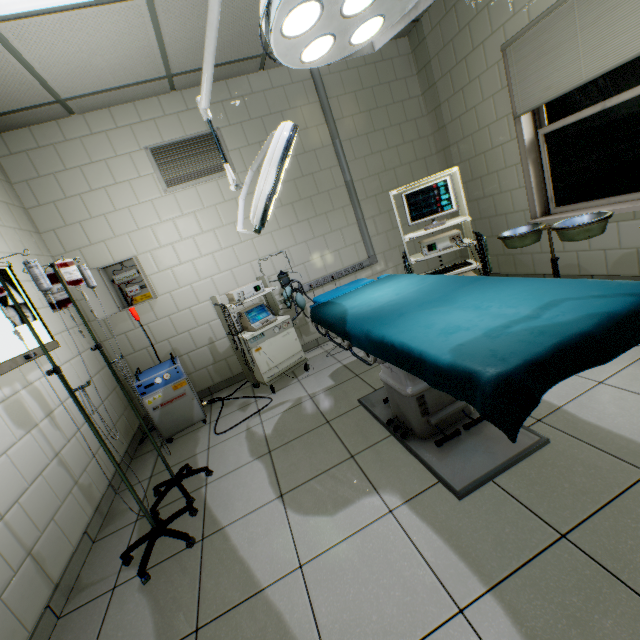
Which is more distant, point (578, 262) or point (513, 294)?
point (578, 262)

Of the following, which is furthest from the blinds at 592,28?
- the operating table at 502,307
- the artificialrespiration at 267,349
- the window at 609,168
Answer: the artificialrespiration at 267,349

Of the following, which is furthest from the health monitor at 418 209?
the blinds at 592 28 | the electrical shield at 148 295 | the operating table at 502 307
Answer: the electrical shield at 148 295

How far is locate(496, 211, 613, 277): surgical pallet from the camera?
2.39m

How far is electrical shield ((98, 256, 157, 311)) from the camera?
3.4 meters

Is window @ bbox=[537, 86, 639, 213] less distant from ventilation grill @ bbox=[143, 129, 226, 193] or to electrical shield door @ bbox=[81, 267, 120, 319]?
ventilation grill @ bbox=[143, 129, 226, 193]

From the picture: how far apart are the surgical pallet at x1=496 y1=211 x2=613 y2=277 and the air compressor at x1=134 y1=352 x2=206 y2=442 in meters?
3.2

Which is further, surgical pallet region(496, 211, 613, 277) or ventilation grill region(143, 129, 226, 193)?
ventilation grill region(143, 129, 226, 193)
